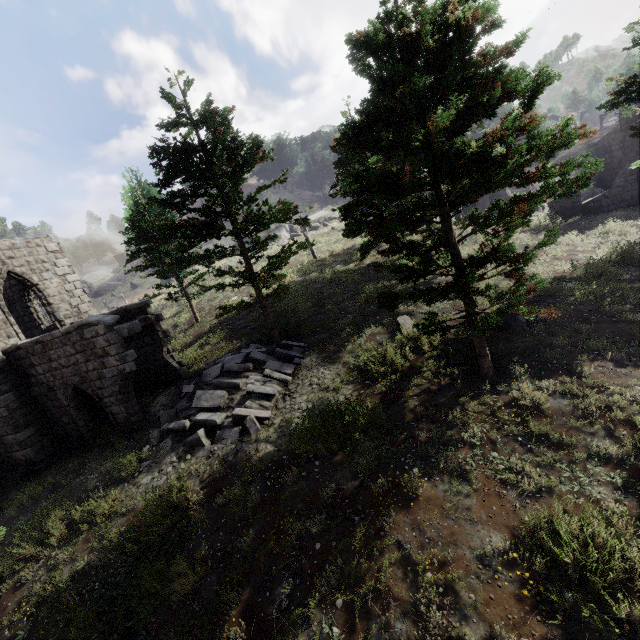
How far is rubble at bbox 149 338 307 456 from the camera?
10.7 meters

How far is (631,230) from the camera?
16.59m

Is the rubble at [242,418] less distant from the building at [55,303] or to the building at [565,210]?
the building at [55,303]

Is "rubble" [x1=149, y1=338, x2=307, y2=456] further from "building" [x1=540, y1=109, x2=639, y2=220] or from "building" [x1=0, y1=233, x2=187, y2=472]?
"building" [x1=540, y1=109, x2=639, y2=220]

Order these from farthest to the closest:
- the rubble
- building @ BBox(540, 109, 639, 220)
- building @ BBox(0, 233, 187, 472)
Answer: building @ BBox(540, 109, 639, 220) < building @ BBox(0, 233, 187, 472) < the rubble

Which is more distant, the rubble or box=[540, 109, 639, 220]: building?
box=[540, 109, 639, 220]: building
